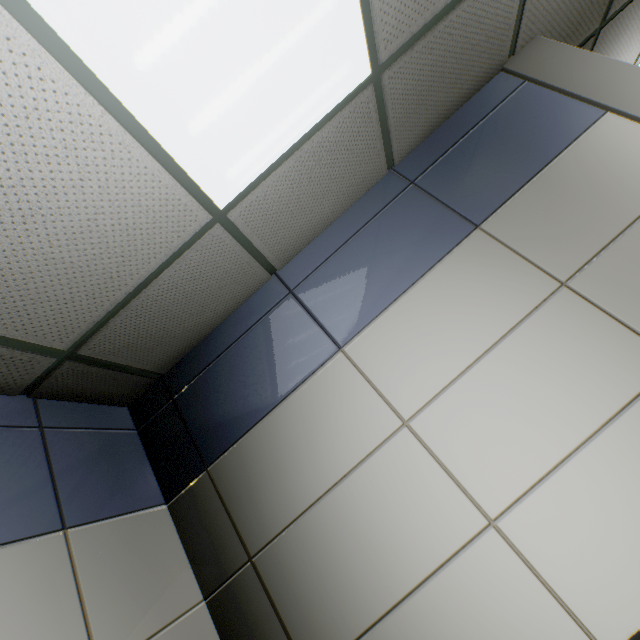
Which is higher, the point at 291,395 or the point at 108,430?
the point at 108,430
